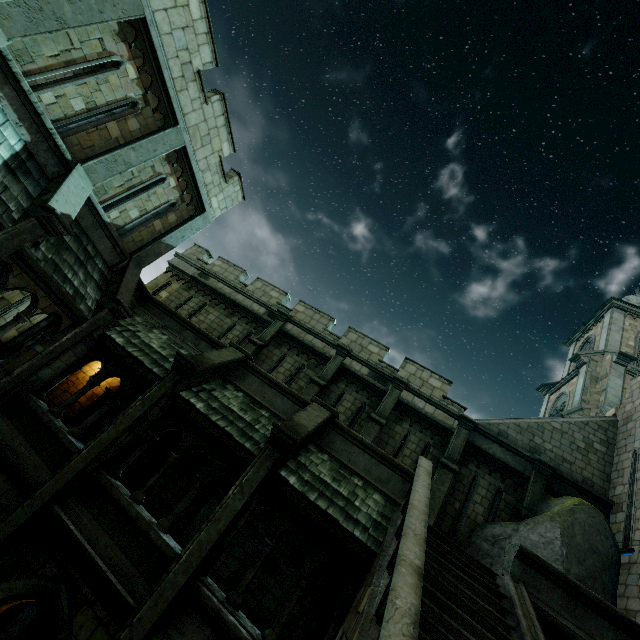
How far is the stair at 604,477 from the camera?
11.7m

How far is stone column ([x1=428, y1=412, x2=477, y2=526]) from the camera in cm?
1054

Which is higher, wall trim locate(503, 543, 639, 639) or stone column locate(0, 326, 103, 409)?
wall trim locate(503, 543, 639, 639)

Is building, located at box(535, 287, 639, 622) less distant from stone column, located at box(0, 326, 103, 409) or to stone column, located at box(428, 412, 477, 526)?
stone column, located at box(0, 326, 103, 409)

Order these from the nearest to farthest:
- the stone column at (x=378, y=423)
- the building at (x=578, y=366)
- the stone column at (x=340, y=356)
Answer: the building at (x=578, y=366) → the stone column at (x=378, y=423) → the stone column at (x=340, y=356)

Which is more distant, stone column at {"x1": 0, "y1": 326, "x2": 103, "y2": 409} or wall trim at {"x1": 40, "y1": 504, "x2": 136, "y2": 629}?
stone column at {"x1": 0, "y1": 326, "x2": 103, "y2": 409}

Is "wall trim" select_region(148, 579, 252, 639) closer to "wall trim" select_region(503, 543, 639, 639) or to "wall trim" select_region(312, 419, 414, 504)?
"wall trim" select_region(312, 419, 414, 504)

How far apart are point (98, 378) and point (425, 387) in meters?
11.8 m
